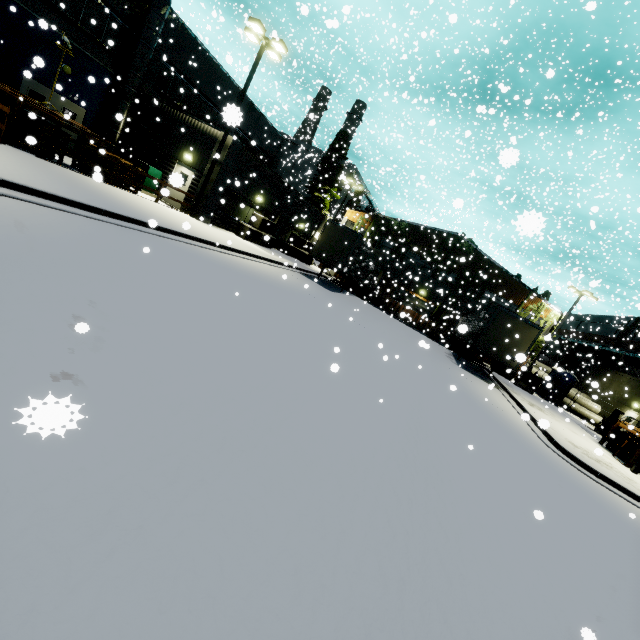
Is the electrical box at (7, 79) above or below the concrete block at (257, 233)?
above

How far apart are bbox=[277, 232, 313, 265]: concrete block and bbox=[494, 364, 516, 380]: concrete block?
18.7m

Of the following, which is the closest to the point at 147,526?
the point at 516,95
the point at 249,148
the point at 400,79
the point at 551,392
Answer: the point at 516,95

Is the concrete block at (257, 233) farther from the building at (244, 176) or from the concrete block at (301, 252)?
the concrete block at (301, 252)

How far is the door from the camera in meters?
15.7

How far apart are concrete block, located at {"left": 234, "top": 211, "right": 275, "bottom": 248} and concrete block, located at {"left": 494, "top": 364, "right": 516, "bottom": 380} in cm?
922

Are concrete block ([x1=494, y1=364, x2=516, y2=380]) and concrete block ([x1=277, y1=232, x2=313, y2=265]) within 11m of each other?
no

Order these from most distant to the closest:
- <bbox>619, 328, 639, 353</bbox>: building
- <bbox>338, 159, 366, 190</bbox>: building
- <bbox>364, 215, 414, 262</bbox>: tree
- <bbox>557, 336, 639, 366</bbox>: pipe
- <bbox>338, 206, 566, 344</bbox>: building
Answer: <bbox>338, 159, 366, 190</bbox>: building
<bbox>364, 215, 414, 262</bbox>: tree
<bbox>338, 206, 566, 344</bbox>: building
<bbox>619, 328, 639, 353</bbox>: building
<bbox>557, 336, 639, 366</bbox>: pipe
